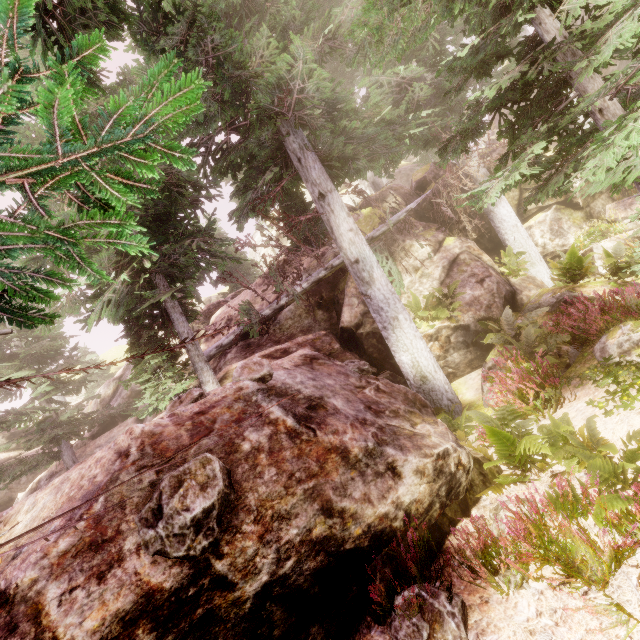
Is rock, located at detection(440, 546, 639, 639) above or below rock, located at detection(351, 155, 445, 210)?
below

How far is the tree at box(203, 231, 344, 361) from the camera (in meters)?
11.15

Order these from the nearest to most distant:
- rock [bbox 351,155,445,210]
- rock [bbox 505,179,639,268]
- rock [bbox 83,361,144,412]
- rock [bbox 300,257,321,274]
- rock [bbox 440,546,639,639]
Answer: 1. rock [bbox 440,546,639,639]
2. rock [bbox 505,179,639,268]
3. rock [bbox 300,257,321,274]
4. rock [bbox 351,155,445,210]
5. rock [bbox 83,361,144,412]

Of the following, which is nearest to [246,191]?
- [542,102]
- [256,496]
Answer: [542,102]

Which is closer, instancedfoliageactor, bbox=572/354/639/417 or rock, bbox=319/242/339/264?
instancedfoliageactor, bbox=572/354/639/417

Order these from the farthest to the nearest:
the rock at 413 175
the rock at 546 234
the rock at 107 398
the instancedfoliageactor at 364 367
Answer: the rock at 107 398, the rock at 413 175, the rock at 546 234, the instancedfoliageactor at 364 367

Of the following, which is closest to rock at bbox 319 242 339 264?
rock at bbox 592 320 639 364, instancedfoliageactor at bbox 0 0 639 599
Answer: instancedfoliageactor at bbox 0 0 639 599

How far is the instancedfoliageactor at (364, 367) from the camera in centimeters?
798cm
